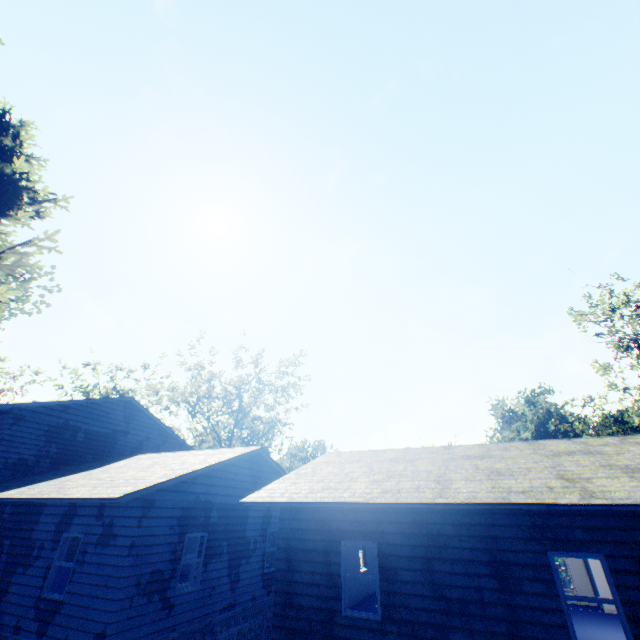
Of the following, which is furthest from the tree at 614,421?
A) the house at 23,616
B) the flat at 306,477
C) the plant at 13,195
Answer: the house at 23,616

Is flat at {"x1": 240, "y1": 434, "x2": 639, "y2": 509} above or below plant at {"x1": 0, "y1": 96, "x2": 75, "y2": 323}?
below

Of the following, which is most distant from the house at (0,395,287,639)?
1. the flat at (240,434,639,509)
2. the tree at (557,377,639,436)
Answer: the tree at (557,377,639,436)

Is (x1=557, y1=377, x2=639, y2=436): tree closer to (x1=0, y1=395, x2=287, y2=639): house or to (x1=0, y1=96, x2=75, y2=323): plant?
(x1=0, y1=96, x2=75, y2=323): plant

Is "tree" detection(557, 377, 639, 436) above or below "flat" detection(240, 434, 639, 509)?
above

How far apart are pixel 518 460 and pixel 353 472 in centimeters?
525cm

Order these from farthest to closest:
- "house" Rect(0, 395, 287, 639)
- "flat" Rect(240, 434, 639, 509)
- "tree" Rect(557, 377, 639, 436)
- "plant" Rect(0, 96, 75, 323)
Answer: "tree" Rect(557, 377, 639, 436)
"plant" Rect(0, 96, 75, 323)
"house" Rect(0, 395, 287, 639)
"flat" Rect(240, 434, 639, 509)
